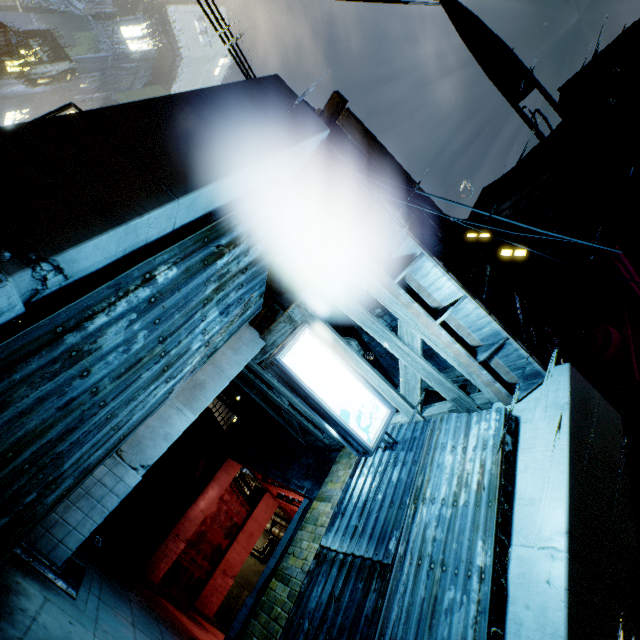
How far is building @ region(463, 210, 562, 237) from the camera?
20.86m

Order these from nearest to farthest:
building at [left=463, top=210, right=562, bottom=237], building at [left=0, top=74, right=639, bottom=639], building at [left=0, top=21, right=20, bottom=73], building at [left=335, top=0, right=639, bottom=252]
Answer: building at [left=0, top=74, right=639, bottom=639] → building at [left=335, top=0, right=639, bottom=252] → building at [left=463, top=210, right=562, bottom=237] → building at [left=0, top=21, right=20, bottom=73]

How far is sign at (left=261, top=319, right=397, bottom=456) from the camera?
5.9m

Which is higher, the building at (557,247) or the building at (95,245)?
the building at (557,247)

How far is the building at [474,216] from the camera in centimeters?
2086cm

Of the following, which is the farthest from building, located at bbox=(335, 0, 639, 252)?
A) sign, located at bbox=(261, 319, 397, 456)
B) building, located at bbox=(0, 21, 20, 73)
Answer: building, located at bbox=(0, 21, 20, 73)

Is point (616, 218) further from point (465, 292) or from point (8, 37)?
point (8, 37)

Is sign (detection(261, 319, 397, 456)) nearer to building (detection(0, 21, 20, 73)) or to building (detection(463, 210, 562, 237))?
building (detection(463, 210, 562, 237))
